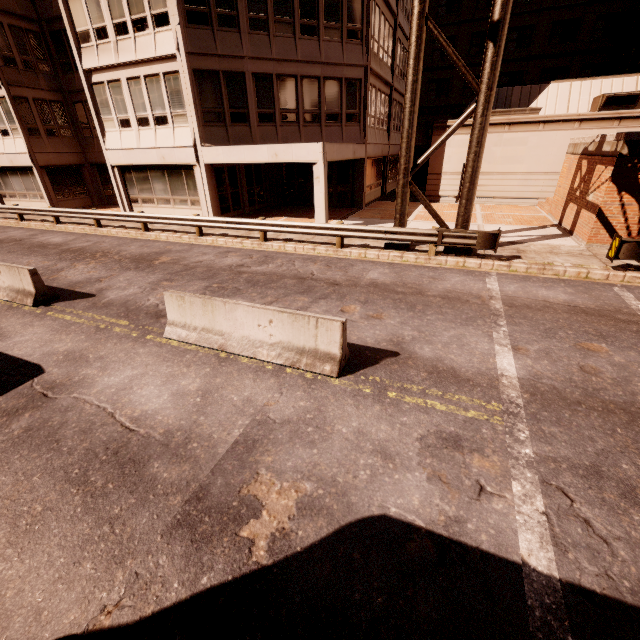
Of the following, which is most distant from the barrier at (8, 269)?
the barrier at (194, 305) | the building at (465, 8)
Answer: the building at (465, 8)

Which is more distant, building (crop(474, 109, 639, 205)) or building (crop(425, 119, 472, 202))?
building (crop(425, 119, 472, 202))

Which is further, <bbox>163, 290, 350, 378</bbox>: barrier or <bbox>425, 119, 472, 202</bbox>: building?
<bbox>425, 119, 472, 202</bbox>: building

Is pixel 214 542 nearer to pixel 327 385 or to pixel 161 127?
pixel 327 385

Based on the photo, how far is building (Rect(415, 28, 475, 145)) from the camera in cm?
3369

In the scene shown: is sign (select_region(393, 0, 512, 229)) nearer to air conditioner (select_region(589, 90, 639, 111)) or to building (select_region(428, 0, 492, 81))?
building (select_region(428, 0, 492, 81))

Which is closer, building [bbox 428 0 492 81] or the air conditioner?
the air conditioner

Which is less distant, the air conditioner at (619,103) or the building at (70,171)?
the building at (70,171)
